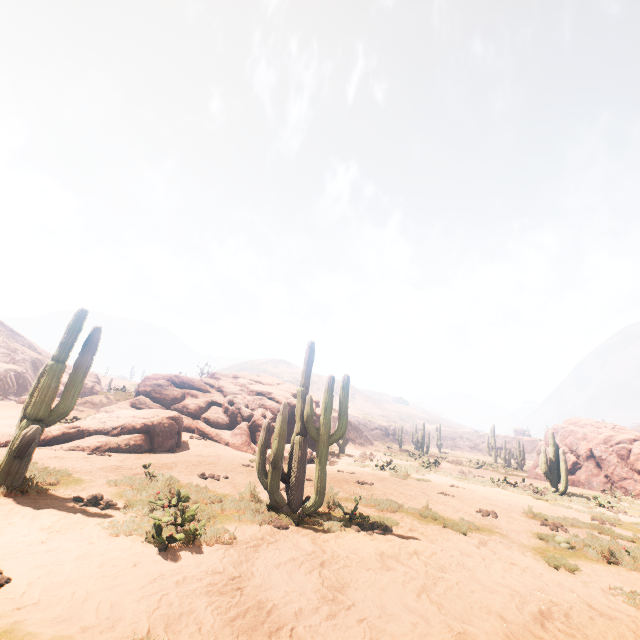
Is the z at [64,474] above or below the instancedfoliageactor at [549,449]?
below

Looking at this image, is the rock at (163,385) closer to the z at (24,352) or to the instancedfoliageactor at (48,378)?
the instancedfoliageactor at (48,378)

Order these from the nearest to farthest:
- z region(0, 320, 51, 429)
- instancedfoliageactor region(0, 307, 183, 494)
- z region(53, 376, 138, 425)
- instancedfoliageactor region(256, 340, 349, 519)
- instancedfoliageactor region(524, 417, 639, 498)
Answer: instancedfoliageactor region(0, 307, 183, 494), instancedfoliageactor region(256, 340, 349, 519), instancedfoliageactor region(524, 417, 639, 498), z region(0, 320, 51, 429), z region(53, 376, 138, 425)

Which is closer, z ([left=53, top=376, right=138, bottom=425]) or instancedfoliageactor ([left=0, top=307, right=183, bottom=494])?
instancedfoliageactor ([left=0, top=307, right=183, bottom=494])

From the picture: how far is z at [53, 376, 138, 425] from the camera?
17.41m

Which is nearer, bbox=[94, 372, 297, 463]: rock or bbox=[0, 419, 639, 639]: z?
bbox=[0, 419, 639, 639]: z

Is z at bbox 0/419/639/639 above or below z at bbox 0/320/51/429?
below

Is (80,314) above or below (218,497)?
above
